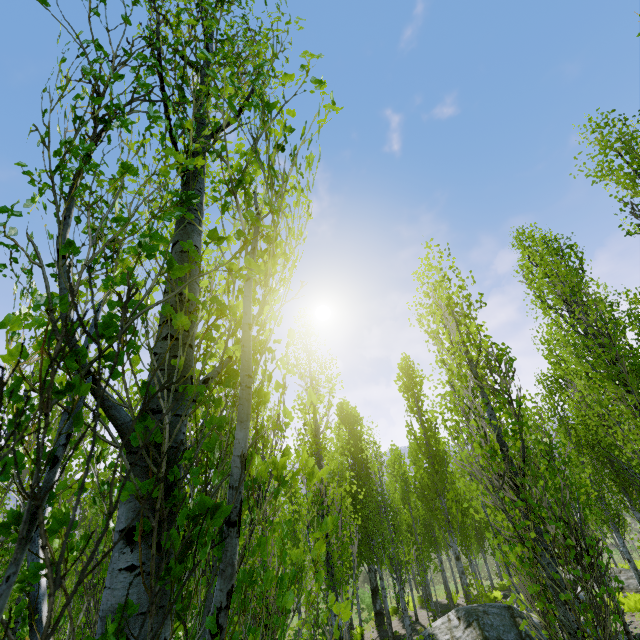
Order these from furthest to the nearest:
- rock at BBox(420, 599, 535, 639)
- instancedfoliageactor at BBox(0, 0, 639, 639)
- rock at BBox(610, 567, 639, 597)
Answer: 1. rock at BBox(610, 567, 639, 597)
2. rock at BBox(420, 599, 535, 639)
3. instancedfoliageactor at BBox(0, 0, 639, 639)

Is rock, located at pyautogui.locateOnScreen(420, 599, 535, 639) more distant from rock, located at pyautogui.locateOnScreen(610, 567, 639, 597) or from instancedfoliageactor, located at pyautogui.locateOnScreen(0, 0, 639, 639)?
rock, located at pyautogui.locateOnScreen(610, 567, 639, 597)

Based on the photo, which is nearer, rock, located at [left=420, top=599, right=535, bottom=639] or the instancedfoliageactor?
the instancedfoliageactor

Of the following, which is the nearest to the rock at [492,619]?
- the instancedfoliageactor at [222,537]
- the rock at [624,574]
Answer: the instancedfoliageactor at [222,537]

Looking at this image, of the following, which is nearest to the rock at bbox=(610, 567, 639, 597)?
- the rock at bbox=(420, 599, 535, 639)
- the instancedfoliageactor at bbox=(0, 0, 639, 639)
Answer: the instancedfoliageactor at bbox=(0, 0, 639, 639)

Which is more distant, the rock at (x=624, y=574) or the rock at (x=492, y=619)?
the rock at (x=624, y=574)

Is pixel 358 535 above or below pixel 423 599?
above
